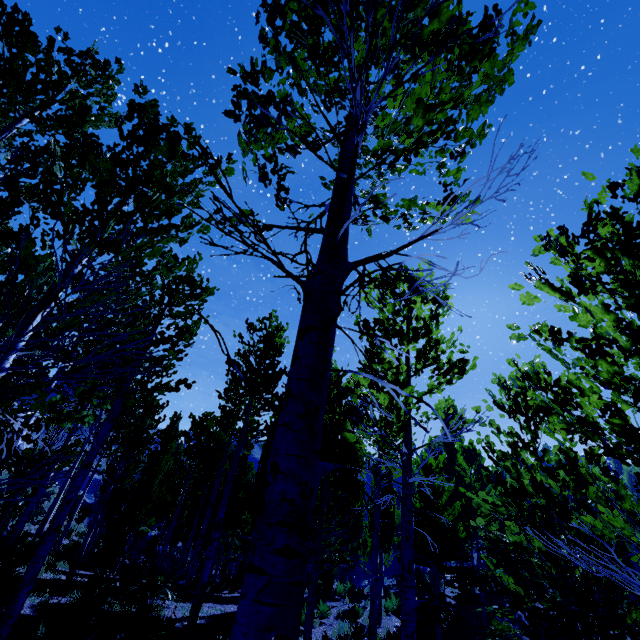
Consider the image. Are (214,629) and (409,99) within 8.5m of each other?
no

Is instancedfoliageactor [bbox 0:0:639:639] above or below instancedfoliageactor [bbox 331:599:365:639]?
above

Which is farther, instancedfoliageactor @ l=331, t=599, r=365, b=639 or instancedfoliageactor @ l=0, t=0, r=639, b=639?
instancedfoliageactor @ l=331, t=599, r=365, b=639

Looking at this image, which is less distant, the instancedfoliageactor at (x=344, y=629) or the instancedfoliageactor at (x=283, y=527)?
the instancedfoliageactor at (x=283, y=527)

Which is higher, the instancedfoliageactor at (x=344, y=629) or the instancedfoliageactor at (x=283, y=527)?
the instancedfoliageactor at (x=283, y=527)
